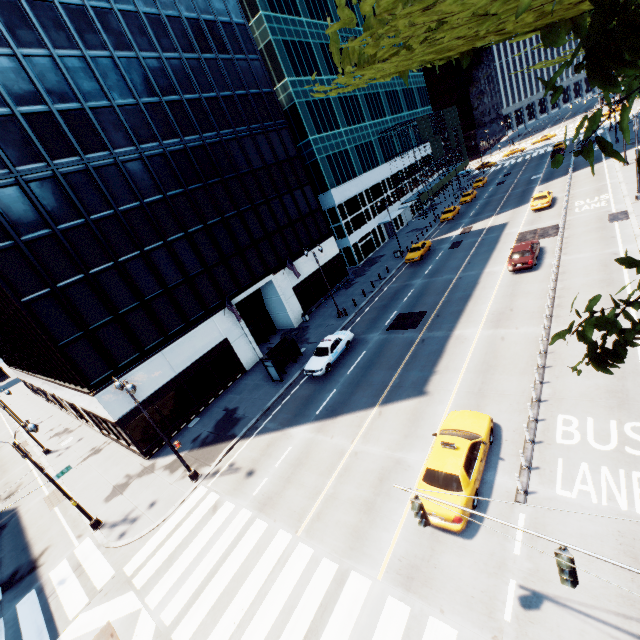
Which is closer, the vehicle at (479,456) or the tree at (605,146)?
the tree at (605,146)

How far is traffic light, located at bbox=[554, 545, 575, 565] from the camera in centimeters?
576cm

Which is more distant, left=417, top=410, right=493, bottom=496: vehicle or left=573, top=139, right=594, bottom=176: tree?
left=417, top=410, right=493, bottom=496: vehicle

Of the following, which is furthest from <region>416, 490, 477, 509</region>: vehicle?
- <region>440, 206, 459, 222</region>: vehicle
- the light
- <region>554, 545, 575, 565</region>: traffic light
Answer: <region>440, 206, 459, 222</region>: vehicle

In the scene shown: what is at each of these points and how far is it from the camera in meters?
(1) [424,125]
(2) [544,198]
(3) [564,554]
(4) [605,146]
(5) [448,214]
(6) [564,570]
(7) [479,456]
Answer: (1) scaffolding, 57.8
(2) vehicle, 35.7
(3) traffic light, 5.8
(4) tree, 2.7
(5) vehicle, 48.3
(6) traffic light, 5.9
(7) vehicle, 12.0

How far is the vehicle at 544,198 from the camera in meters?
35.2 m

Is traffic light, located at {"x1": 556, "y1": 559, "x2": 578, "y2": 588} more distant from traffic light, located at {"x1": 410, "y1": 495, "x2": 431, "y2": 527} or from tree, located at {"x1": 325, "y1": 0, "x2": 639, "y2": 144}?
tree, located at {"x1": 325, "y1": 0, "x2": 639, "y2": 144}
